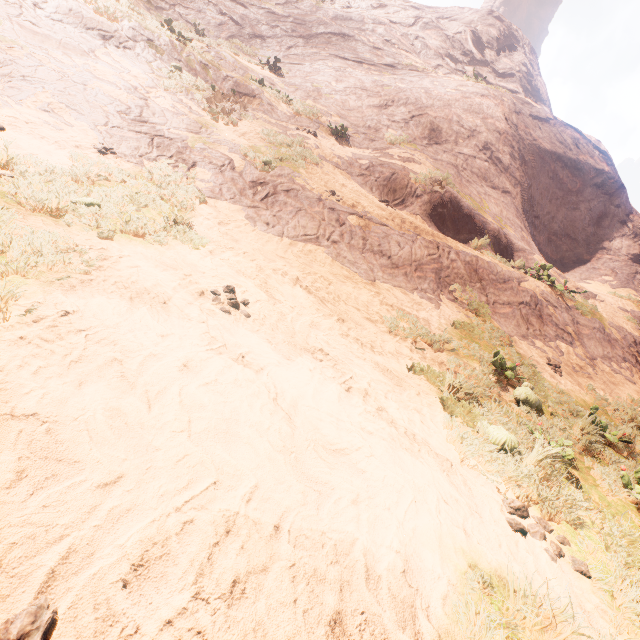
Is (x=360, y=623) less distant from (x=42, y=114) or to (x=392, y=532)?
(x=392, y=532)
